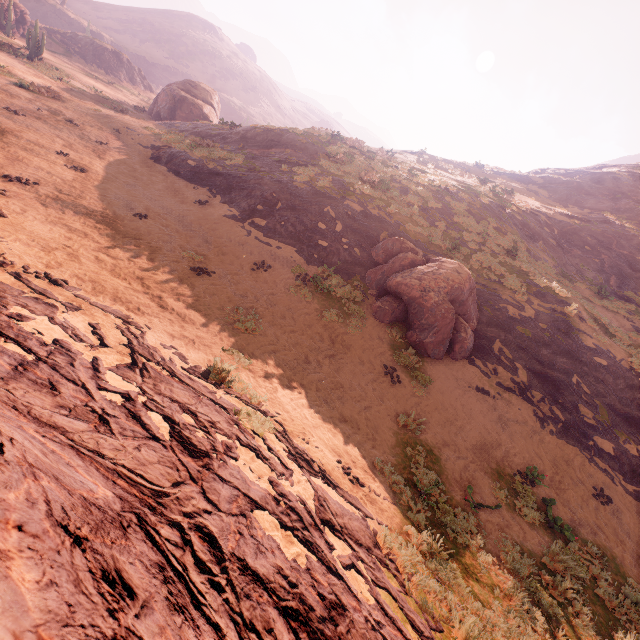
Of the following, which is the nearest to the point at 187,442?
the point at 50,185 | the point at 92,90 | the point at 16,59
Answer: the point at 50,185

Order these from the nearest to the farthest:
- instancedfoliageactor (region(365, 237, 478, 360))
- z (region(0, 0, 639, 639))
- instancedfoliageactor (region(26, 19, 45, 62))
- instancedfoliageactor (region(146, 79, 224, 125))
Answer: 1. z (region(0, 0, 639, 639))
2. instancedfoliageactor (region(365, 237, 478, 360))
3. instancedfoliageactor (region(26, 19, 45, 62))
4. instancedfoliageactor (region(146, 79, 224, 125))

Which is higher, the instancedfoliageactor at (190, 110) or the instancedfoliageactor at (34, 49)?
the instancedfoliageactor at (190, 110)

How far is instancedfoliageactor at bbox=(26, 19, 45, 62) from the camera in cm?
2541

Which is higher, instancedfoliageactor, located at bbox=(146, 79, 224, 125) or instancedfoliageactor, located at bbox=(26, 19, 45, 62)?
instancedfoliageactor, located at bbox=(146, 79, 224, 125)

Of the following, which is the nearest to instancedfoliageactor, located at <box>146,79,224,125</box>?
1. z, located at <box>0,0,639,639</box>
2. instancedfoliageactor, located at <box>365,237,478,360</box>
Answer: z, located at <box>0,0,639,639</box>

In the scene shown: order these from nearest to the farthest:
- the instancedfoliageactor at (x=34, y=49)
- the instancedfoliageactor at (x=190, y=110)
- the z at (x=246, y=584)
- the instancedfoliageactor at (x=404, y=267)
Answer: the z at (x=246, y=584), the instancedfoliageactor at (x=404, y=267), the instancedfoliageactor at (x=34, y=49), the instancedfoliageactor at (x=190, y=110)
